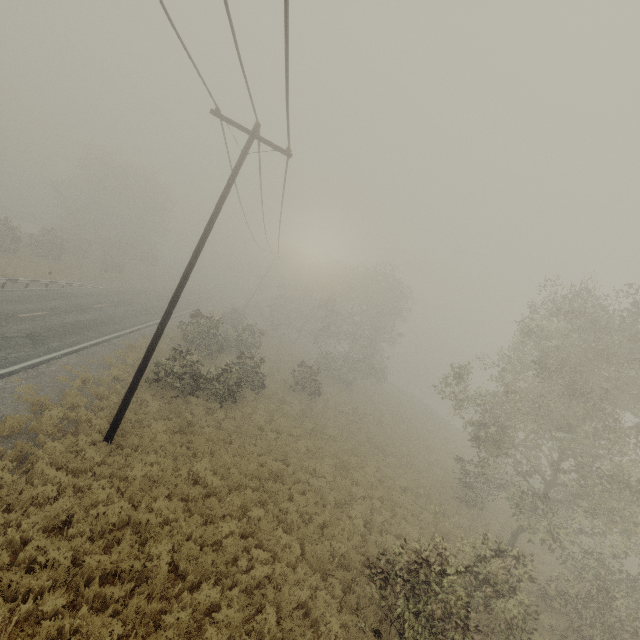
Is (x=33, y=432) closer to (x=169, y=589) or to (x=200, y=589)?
(x=169, y=589)
